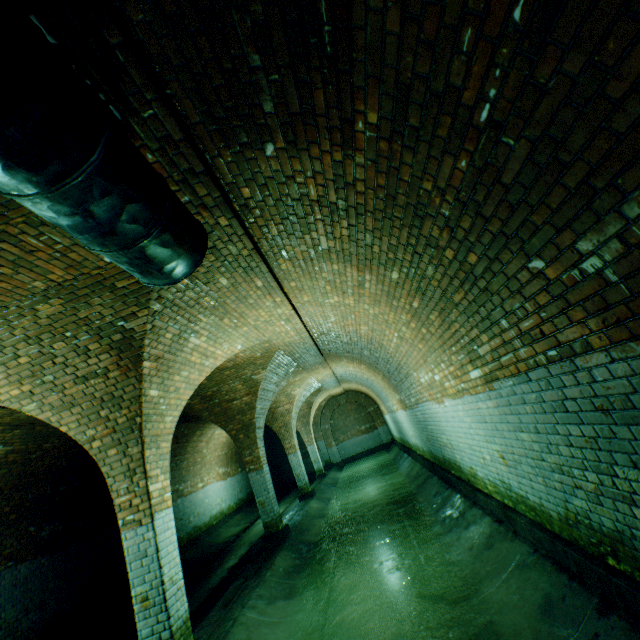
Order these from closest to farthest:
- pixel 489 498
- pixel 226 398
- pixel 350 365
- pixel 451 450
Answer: pixel 489 498 < pixel 451 450 < pixel 226 398 < pixel 350 365

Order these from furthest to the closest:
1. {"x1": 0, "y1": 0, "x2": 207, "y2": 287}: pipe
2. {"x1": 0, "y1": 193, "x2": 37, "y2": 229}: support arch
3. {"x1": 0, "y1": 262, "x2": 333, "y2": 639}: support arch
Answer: {"x1": 0, "y1": 262, "x2": 333, "y2": 639}: support arch
{"x1": 0, "y1": 193, "x2": 37, "y2": 229}: support arch
{"x1": 0, "y1": 0, "x2": 207, "y2": 287}: pipe

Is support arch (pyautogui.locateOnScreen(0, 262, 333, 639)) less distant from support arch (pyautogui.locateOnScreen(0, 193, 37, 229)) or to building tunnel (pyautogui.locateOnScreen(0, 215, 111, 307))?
building tunnel (pyautogui.locateOnScreen(0, 215, 111, 307))

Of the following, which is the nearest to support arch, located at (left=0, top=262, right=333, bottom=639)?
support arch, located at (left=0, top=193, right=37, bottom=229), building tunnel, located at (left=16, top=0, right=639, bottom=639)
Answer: building tunnel, located at (left=16, top=0, right=639, bottom=639)

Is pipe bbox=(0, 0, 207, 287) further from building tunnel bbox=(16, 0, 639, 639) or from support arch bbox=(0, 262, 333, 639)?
support arch bbox=(0, 262, 333, 639)

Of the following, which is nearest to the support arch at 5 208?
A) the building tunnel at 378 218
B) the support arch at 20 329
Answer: the building tunnel at 378 218
